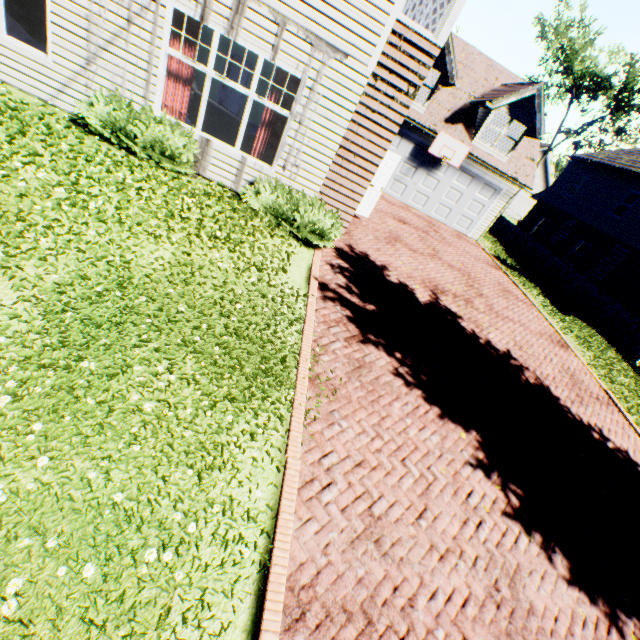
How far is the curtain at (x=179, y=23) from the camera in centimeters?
645cm

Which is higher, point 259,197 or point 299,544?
point 259,197

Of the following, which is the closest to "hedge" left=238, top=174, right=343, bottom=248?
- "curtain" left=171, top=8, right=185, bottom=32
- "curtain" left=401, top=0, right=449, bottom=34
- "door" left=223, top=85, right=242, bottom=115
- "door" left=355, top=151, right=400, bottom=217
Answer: "curtain" left=171, top=8, right=185, bottom=32

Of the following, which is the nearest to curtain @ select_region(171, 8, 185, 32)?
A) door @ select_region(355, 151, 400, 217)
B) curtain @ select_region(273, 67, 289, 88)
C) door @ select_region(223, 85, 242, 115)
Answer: curtain @ select_region(273, 67, 289, 88)

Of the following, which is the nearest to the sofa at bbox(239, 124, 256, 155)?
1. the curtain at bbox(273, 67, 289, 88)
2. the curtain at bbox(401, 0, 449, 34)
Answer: the curtain at bbox(273, 67, 289, 88)

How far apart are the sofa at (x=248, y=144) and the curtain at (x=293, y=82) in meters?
2.7

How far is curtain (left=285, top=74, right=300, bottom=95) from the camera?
7.0m

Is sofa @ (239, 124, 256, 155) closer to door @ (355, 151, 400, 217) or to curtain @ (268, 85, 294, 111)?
curtain @ (268, 85, 294, 111)
